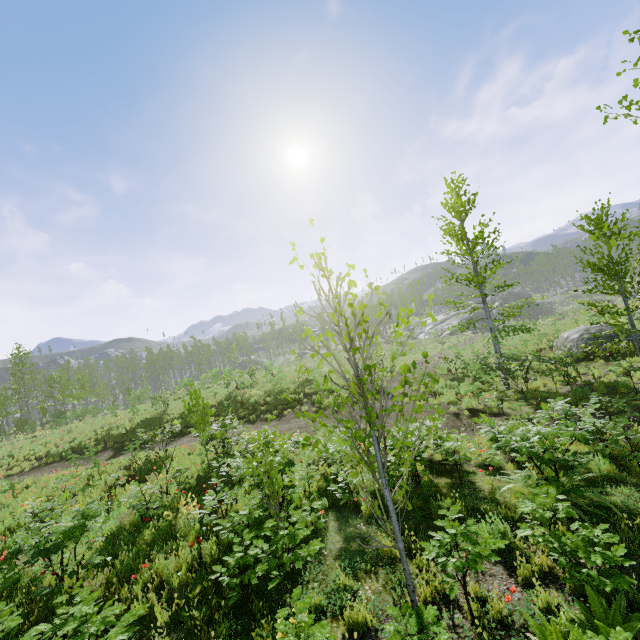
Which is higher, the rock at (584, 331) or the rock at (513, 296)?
the rock at (513, 296)

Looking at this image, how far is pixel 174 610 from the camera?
5.0 meters

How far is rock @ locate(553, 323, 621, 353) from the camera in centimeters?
1562cm

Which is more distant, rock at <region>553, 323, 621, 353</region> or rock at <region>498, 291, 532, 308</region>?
rock at <region>498, 291, 532, 308</region>

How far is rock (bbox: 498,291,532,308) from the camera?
58.2 meters

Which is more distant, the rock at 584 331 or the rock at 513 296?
Result: the rock at 513 296

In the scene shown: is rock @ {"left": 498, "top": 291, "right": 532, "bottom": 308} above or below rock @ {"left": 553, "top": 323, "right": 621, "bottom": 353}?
above
